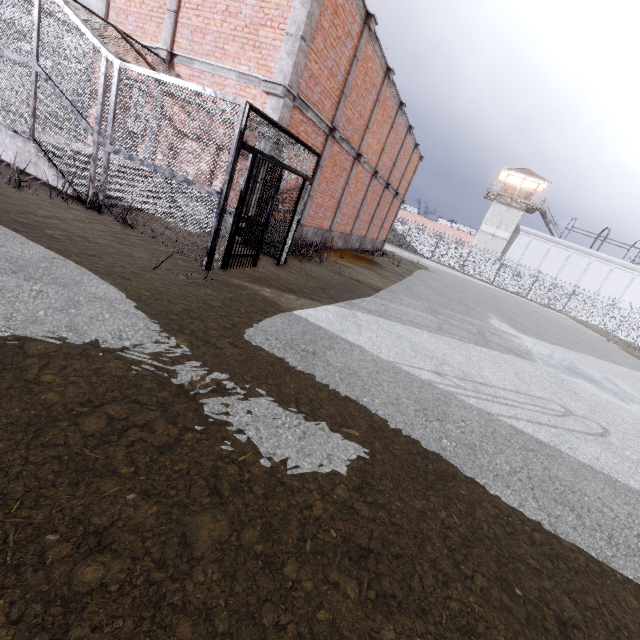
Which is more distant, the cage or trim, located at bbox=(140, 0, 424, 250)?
trim, located at bbox=(140, 0, 424, 250)

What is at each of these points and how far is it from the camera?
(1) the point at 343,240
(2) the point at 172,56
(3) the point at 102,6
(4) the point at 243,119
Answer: (1) foundation, 16.5 meters
(2) trim, 8.8 meters
(3) trim, 9.4 meters
(4) cage, 5.2 meters

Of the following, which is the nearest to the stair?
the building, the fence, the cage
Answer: the cage

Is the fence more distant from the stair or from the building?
the stair

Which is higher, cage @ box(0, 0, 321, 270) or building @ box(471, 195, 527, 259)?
building @ box(471, 195, 527, 259)

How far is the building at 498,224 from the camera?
43.22m

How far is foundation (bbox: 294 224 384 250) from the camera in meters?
12.2

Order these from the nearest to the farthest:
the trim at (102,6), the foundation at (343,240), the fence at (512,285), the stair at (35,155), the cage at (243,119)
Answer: the cage at (243,119) → the stair at (35,155) → the trim at (102,6) → the foundation at (343,240) → the fence at (512,285)
